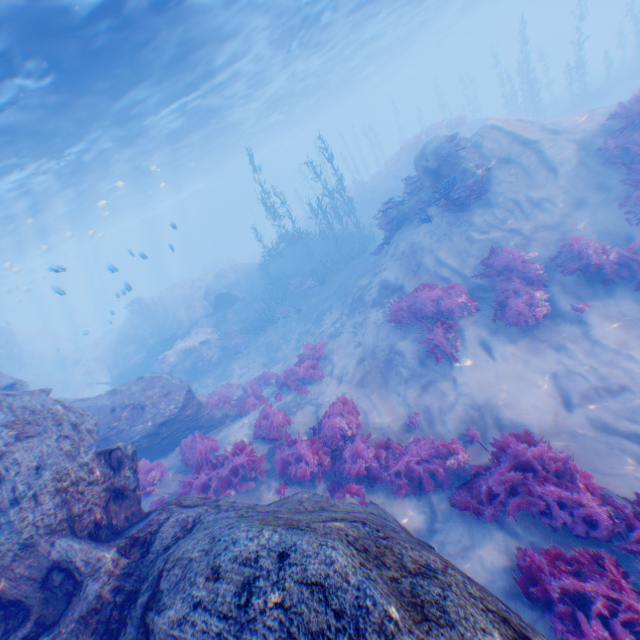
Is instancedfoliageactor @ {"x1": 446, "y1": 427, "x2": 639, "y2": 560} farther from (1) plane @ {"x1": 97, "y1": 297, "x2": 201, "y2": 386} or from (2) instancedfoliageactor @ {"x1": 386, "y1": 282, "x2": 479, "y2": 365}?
(1) plane @ {"x1": 97, "y1": 297, "x2": 201, "y2": 386}

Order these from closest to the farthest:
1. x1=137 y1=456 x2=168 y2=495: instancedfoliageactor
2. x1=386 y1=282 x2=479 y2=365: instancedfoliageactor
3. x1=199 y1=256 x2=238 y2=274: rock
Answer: x1=137 y1=456 x2=168 y2=495: instancedfoliageactor → x1=386 y1=282 x2=479 y2=365: instancedfoliageactor → x1=199 y1=256 x2=238 y2=274: rock

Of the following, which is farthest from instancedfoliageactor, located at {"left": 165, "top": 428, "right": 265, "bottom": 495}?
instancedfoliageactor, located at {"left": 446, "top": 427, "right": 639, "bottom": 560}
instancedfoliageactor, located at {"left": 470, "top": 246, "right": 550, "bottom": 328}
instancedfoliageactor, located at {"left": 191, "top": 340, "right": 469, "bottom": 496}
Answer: instancedfoliageactor, located at {"left": 470, "top": 246, "right": 550, "bottom": 328}

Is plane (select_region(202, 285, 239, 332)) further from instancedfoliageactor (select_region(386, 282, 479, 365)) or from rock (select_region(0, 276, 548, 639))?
instancedfoliageactor (select_region(386, 282, 479, 365))

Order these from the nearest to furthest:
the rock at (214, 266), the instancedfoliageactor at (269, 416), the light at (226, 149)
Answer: the instancedfoliageactor at (269, 416)
the light at (226, 149)
the rock at (214, 266)

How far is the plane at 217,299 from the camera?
22.1 meters

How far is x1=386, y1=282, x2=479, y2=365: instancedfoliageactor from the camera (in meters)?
9.17

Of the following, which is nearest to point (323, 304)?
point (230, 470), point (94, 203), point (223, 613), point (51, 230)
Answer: point (230, 470)
